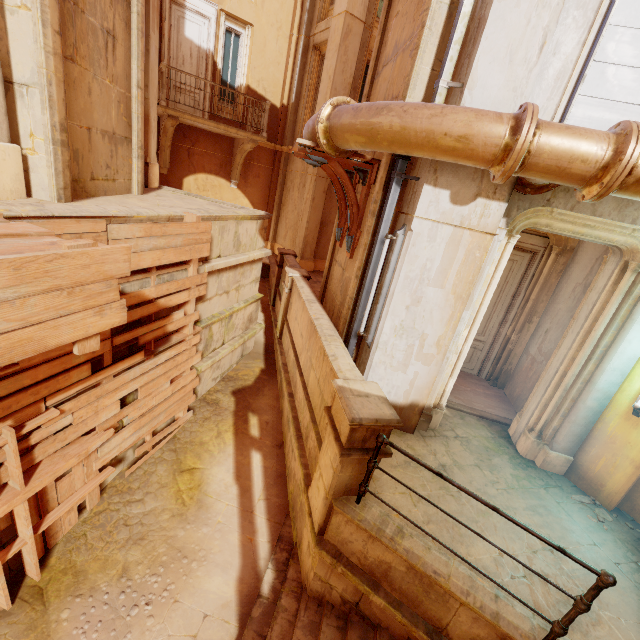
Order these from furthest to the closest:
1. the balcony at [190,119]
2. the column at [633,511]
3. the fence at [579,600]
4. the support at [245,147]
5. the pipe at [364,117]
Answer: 1. the support at [245,147]
2. the balcony at [190,119]
3. the column at [633,511]
4. the pipe at [364,117]
5. the fence at [579,600]

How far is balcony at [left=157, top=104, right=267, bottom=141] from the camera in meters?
10.1

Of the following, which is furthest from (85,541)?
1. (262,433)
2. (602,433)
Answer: (602,433)

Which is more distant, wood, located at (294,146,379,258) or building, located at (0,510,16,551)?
wood, located at (294,146,379,258)

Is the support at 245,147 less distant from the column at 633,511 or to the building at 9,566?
the building at 9,566

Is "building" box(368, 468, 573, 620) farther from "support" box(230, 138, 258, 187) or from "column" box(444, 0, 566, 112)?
"support" box(230, 138, 258, 187)

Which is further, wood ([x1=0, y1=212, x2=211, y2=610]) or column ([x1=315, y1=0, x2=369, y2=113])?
column ([x1=315, y1=0, x2=369, y2=113])

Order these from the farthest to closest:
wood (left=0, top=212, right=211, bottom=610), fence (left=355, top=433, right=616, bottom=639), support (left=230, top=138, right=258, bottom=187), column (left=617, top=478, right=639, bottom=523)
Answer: support (left=230, top=138, right=258, bottom=187)
column (left=617, top=478, right=639, bottom=523)
fence (left=355, top=433, right=616, bottom=639)
wood (left=0, top=212, right=211, bottom=610)
